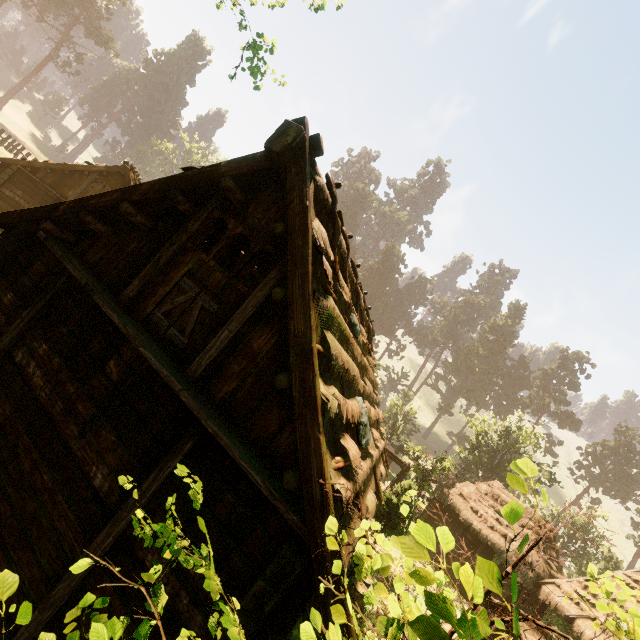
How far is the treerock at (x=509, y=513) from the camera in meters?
1.4 m

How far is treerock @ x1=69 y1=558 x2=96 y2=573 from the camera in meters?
1.6

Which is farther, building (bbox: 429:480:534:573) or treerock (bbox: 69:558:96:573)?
building (bbox: 429:480:534:573)

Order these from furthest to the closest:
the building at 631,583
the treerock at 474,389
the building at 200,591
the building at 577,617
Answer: the treerock at 474,389 → the building at 631,583 → the building at 577,617 → the building at 200,591

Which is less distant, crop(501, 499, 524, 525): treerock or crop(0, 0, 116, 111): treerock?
crop(501, 499, 524, 525): treerock

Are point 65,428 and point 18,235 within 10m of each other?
yes
